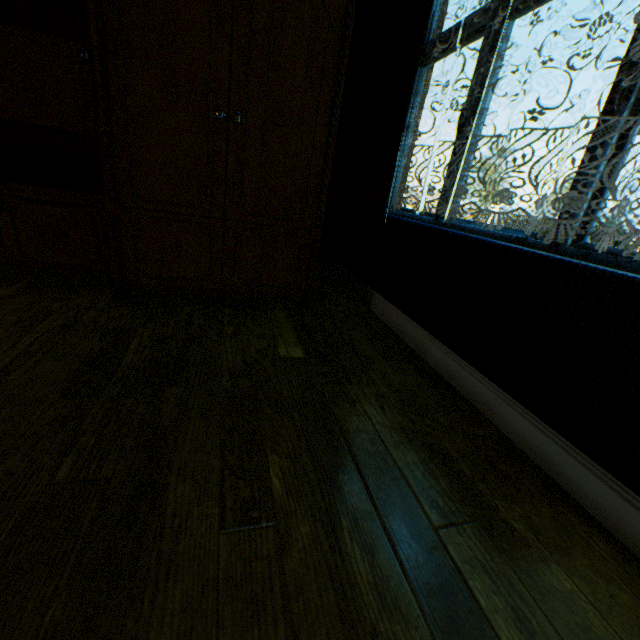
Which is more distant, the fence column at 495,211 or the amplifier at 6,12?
the fence column at 495,211

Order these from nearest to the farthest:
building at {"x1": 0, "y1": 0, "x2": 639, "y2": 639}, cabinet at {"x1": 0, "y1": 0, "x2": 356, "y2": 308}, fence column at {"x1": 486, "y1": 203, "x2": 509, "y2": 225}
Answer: building at {"x1": 0, "y1": 0, "x2": 639, "y2": 639}, cabinet at {"x1": 0, "y1": 0, "x2": 356, "y2": 308}, fence column at {"x1": 486, "y1": 203, "x2": 509, "y2": 225}

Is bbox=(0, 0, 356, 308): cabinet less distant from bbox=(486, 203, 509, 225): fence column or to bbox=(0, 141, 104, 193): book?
bbox=(0, 141, 104, 193): book

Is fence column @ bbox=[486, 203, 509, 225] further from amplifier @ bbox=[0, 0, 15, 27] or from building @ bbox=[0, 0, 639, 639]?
amplifier @ bbox=[0, 0, 15, 27]

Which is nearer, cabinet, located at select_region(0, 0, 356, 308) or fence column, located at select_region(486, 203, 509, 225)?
cabinet, located at select_region(0, 0, 356, 308)

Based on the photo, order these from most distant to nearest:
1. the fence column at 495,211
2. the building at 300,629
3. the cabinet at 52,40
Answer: the fence column at 495,211, the cabinet at 52,40, the building at 300,629

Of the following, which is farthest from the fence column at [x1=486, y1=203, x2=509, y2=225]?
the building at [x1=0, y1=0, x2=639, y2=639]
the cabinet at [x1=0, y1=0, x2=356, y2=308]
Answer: the cabinet at [x1=0, y1=0, x2=356, y2=308]

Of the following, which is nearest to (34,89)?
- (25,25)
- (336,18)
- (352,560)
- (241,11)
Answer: (25,25)
